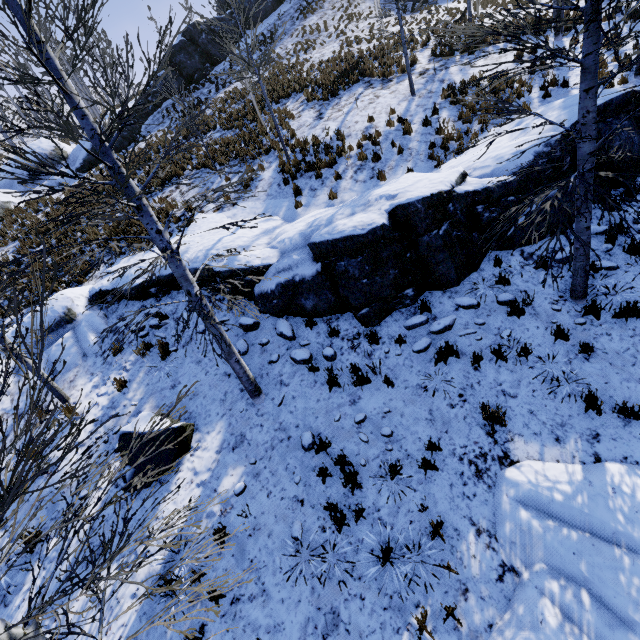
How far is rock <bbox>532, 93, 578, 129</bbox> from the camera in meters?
7.1 m

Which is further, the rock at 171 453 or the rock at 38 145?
the rock at 38 145

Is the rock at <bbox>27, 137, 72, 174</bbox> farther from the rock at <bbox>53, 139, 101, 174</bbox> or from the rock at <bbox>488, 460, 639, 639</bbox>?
the rock at <bbox>488, 460, 639, 639</bbox>

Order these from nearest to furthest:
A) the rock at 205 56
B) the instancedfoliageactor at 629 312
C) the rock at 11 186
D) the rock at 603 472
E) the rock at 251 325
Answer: the rock at 603 472 < the instancedfoliageactor at 629 312 < the rock at 251 325 < the rock at 11 186 < the rock at 205 56

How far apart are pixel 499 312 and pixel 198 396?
6.8 meters

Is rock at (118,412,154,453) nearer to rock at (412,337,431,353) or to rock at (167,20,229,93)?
rock at (412,337,431,353)

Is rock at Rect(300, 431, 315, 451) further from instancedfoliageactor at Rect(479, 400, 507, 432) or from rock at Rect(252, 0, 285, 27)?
rock at Rect(252, 0, 285, 27)

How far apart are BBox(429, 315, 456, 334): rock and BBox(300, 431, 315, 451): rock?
3.15m
